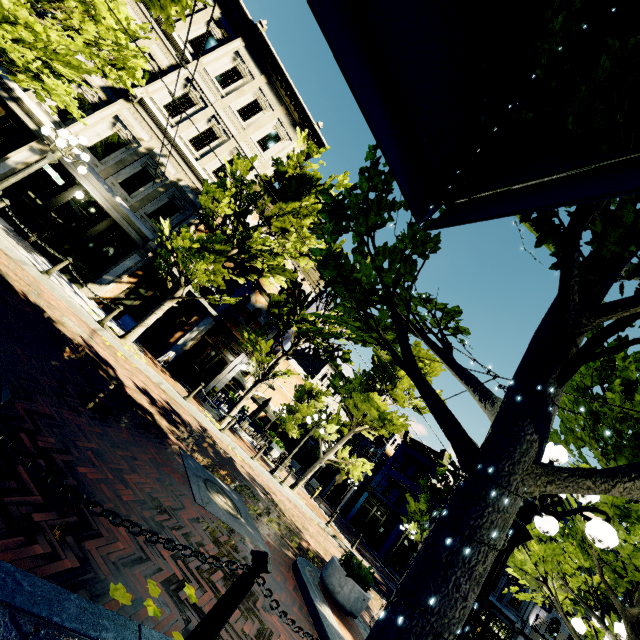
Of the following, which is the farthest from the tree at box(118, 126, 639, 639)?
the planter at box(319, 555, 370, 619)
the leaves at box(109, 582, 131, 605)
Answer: the planter at box(319, 555, 370, 619)

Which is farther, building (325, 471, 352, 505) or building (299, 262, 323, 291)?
building (325, 471, 352, 505)

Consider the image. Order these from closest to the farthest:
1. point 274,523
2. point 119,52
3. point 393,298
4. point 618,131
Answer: point 618,131
point 393,298
point 274,523
point 119,52

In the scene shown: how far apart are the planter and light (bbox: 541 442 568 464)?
3.4m

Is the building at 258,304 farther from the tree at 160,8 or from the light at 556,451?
the light at 556,451

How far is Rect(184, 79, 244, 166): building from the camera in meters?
14.9

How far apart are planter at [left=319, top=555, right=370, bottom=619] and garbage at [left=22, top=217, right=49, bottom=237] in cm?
1466

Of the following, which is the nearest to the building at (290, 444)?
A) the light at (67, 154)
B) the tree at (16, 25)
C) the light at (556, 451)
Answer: the tree at (16, 25)
